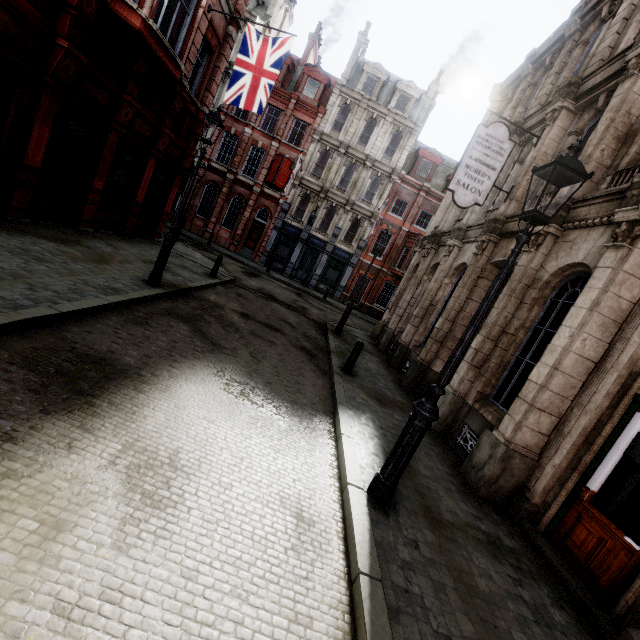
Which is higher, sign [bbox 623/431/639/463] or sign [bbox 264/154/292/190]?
sign [bbox 264/154/292/190]

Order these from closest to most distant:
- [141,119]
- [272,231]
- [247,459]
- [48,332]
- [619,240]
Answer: [247,459] → [48,332] → [619,240] → [141,119] → [272,231]

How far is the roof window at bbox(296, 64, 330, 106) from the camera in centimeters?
2731cm

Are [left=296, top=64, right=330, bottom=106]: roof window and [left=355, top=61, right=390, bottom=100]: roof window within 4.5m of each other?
yes

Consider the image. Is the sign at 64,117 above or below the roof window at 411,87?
below

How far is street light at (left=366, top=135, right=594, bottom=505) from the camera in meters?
3.5 m

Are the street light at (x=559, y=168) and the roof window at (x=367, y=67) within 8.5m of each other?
no

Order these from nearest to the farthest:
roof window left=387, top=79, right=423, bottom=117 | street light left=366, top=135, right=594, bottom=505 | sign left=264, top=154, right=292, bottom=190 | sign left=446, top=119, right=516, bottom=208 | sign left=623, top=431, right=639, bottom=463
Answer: street light left=366, top=135, right=594, bottom=505
sign left=623, top=431, right=639, bottom=463
sign left=446, top=119, right=516, bottom=208
sign left=264, top=154, right=292, bottom=190
roof window left=387, top=79, right=423, bottom=117
